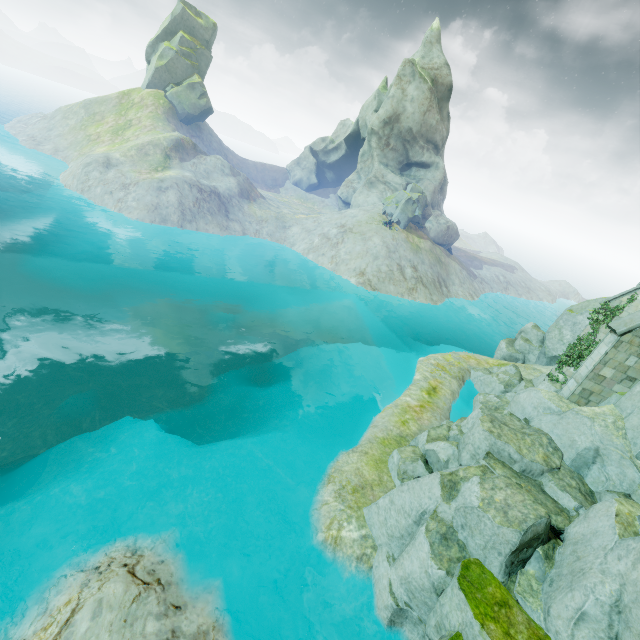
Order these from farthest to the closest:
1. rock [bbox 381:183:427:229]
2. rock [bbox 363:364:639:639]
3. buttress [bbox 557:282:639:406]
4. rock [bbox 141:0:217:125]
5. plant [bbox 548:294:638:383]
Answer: rock [bbox 141:0:217:125], rock [bbox 381:183:427:229], plant [bbox 548:294:638:383], buttress [bbox 557:282:639:406], rock [bbox 363:364:639:639]

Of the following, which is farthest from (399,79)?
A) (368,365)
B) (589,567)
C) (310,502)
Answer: (589,567)

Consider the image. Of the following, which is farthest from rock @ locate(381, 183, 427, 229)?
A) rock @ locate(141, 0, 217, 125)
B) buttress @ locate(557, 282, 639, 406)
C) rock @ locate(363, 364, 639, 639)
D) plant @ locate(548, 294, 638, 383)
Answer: rock @ locate(141, 0, 217, 125)

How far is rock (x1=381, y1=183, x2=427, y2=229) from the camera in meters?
43.3

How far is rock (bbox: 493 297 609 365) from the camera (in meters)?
26.00

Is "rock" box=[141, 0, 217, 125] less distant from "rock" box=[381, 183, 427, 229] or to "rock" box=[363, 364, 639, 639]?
"rock" box=[381, 183, 427, 229]

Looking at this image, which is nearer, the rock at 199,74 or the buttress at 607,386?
the buttress at 607,386

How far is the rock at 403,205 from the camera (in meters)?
43.31
